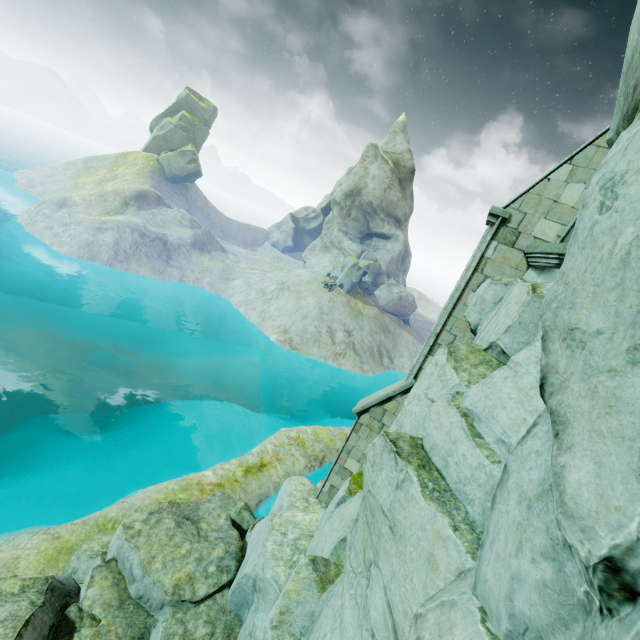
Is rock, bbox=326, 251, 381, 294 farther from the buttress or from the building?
the buttress

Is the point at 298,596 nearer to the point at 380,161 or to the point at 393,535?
the point at 393,535

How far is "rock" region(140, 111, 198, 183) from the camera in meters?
57.6

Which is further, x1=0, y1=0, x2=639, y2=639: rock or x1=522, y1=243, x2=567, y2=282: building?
x1=522, y1=243, x2=567, y2=282: building

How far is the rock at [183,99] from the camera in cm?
5947

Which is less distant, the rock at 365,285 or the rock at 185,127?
the rock at 365,285

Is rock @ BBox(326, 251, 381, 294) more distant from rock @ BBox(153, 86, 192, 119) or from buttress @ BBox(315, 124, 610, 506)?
rock @ BBox(153, 86, 192, 119)
